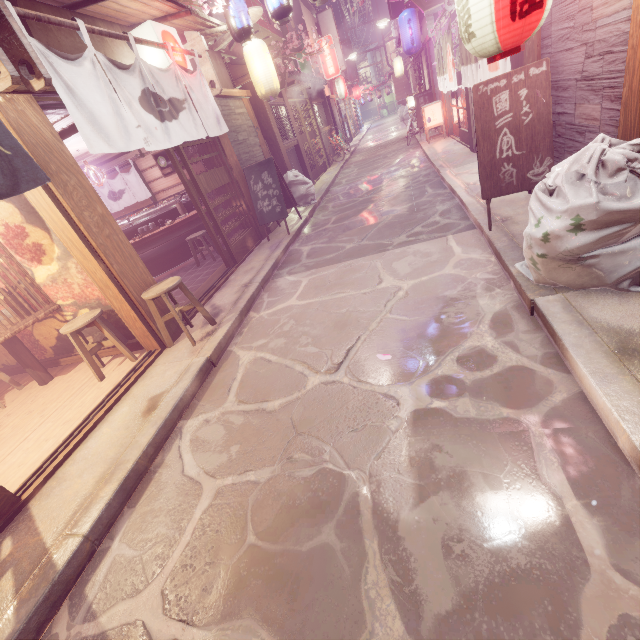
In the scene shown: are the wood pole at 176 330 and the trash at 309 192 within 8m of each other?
no

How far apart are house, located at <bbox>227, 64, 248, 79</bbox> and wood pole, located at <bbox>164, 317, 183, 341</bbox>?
12.05m

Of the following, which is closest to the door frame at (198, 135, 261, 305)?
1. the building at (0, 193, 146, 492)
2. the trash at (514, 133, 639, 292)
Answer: the building at (0, 193, 146, 492)

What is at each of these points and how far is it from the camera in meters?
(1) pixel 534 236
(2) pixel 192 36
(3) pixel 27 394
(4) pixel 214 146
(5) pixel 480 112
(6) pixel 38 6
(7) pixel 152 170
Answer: (1) trash, 4.4
(2) wood base, 10.2
(3) building, 8.0
(4) door frame, 11.5
(5) sign, 6.5
(6) house, 6.6
(7) building, 16.9

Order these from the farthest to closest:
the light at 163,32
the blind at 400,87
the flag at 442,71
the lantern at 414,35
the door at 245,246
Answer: the blind at 400,87
the lantern at 414,35
the flag at 442,71
the door at 245,246
the light at 163,32

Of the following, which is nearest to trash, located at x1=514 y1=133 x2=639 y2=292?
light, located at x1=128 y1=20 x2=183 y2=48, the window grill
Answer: light, located at x1=128 y1=20 x2=183 y2=48

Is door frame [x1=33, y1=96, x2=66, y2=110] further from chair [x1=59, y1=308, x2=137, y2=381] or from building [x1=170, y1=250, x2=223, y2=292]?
chair [x1=59, y1=308, x2=137, y2=381]

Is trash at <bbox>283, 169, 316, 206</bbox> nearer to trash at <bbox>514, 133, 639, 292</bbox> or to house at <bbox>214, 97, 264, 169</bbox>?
house at <bbox>214, 97, 264, 169</bbox>
